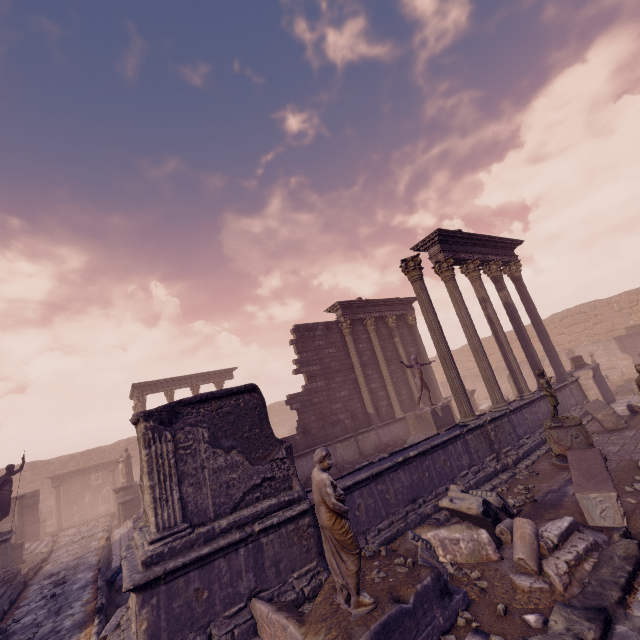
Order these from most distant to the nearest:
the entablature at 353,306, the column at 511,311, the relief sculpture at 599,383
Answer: the entablature at 353,306 < the relief sculpture at 599,383 < the column at 511,311

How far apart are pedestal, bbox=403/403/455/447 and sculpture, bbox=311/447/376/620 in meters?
8.4 m

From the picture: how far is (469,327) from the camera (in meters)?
11.22

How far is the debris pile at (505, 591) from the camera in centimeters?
432cm

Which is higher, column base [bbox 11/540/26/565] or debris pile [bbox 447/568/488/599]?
column base [bbox 11/540/26/565]

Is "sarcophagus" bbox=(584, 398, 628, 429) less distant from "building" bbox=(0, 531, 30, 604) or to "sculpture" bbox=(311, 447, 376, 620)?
"sculpture" bbox=(311, 447, 376, 620)

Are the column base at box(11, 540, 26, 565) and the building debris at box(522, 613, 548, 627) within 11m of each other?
no

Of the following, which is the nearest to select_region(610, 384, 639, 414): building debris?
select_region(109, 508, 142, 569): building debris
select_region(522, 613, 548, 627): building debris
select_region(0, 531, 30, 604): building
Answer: select_region(522, 613, 548, 627): building debris
